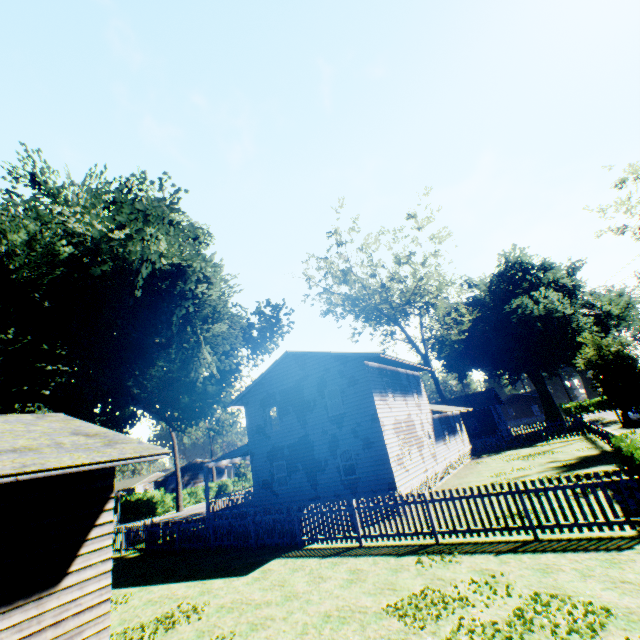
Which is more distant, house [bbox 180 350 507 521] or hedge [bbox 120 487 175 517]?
hedge [bbox 120 487 175 517]

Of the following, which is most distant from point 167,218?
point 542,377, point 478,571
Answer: point 542,377

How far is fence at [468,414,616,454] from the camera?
25.1m

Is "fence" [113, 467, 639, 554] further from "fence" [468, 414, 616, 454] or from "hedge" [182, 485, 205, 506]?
"hedge" [182, 485, 205, 506]

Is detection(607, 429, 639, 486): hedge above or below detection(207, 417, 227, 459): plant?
below

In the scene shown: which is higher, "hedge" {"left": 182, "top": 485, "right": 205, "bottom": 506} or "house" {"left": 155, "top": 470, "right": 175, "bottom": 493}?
"house" {"left": 155, "top": 470, "right": 175, "bottom": 493}

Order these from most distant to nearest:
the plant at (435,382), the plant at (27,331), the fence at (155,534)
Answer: the plant at (435,382), the plant at (27,331), the fence at (155,534)

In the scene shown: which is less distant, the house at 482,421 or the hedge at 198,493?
the house at 482,421
